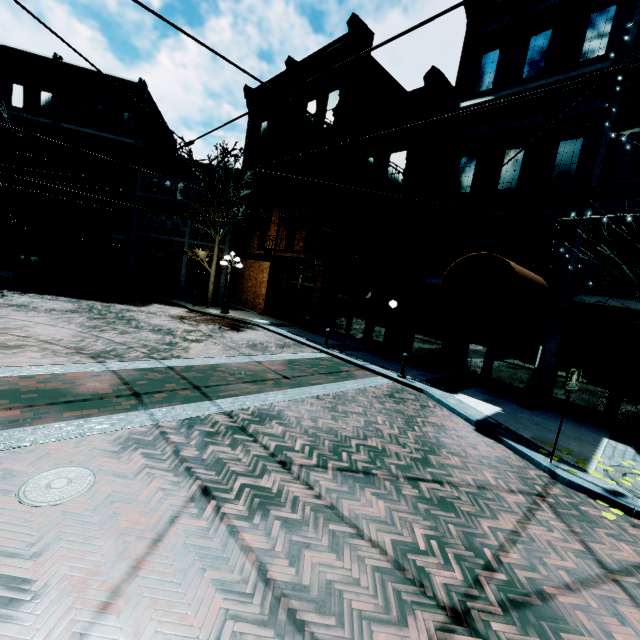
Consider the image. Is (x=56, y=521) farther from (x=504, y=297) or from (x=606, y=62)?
(x=606, y=62)

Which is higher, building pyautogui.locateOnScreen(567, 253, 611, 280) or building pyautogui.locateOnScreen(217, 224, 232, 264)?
building pyautogui.locateOnScreen(567, 253, 611, 280)

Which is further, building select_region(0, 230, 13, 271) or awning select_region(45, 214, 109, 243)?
building select_region(0, 230, 13, 271)

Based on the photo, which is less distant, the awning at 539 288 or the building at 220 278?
the awning at 539 288

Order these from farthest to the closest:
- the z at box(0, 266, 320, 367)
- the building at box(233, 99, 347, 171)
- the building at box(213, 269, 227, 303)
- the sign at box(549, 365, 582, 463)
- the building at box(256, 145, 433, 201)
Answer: the building at box(213, 269, 227, 303)
the building at box(233, 99, 347, 171)
the building at box(256, 145, 433, 201)
the z at box(0, 266, 320, 367)
the sign at box(549, 365, 582, 463)

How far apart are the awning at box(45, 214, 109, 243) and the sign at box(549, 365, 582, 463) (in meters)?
24.37

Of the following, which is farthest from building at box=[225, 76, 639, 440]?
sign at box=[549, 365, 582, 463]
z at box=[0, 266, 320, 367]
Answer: sign at box=[549, 365, 582, 463]

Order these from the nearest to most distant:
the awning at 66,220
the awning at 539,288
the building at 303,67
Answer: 1. the awning at 539,288
2. the building at 303,67
3. the awning at 66,220
